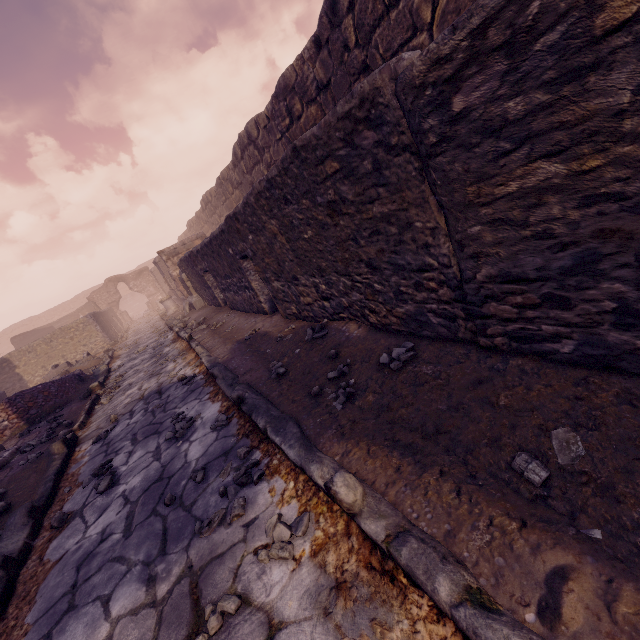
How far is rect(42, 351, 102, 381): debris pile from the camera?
11.5 meters

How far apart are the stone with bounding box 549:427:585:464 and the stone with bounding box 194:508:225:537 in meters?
1.7

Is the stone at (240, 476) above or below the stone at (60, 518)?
above

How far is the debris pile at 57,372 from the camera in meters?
11.5 m

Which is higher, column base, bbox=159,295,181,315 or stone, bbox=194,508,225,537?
column base, bbox=159,295,181,315

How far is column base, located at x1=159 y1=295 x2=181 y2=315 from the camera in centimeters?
1744cm

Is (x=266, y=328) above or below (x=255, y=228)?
below

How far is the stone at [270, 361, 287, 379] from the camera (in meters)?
3.72
